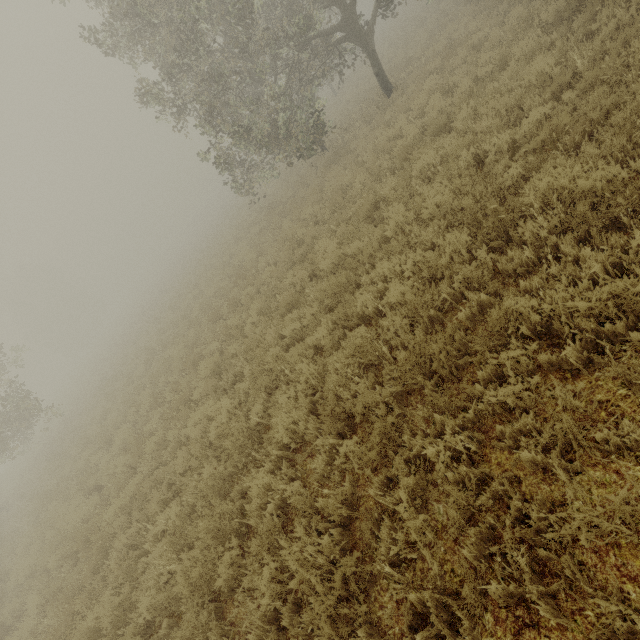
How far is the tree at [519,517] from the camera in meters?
2.5

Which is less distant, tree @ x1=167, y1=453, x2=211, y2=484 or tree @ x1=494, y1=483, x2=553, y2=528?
tree @ x1=494, y1=483, x2=553, y2=528

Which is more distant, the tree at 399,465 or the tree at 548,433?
the tree at 399,465

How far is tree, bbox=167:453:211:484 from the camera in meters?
6.0 m

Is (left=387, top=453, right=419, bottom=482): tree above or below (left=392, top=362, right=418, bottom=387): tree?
below

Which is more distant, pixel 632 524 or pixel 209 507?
pixel 209 507
